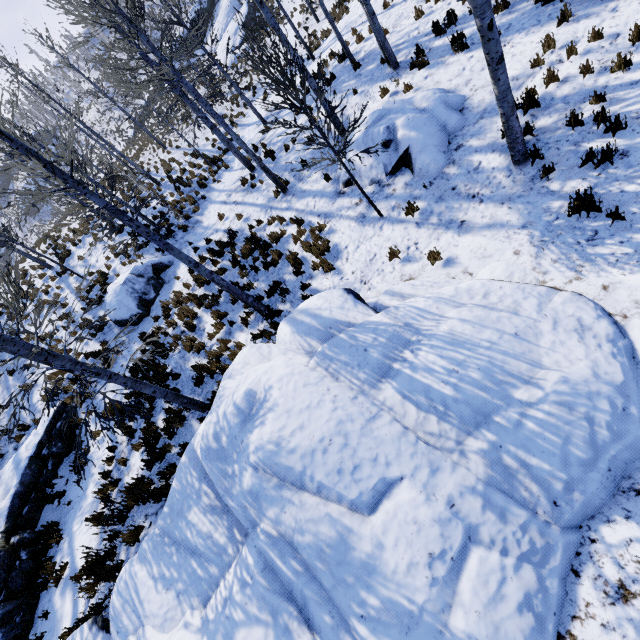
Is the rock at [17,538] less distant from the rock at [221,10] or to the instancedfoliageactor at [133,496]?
the instancedfoliageactor at [133,496]

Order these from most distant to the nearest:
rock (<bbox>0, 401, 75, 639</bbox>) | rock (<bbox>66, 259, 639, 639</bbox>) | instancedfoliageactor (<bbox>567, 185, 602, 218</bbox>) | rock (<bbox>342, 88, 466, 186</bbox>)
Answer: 1. rock (<bbox>342, 88, 466, 186</bbox>)
2. rock (<bbox>0, 401, 75, 639</bbox>)
3. instancedfoliageactor (<bbox>567, 185, 602, 218</bbox>)
4. rock (<bbox>66, 259, 639, 639</bbox>)

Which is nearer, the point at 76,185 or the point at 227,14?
the point at 76,185

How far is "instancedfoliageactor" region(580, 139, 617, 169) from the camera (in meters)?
5.25

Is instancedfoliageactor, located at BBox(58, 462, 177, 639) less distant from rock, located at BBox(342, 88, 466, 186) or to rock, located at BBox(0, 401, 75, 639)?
rock, located at BBox(0, 401, 75, 639)

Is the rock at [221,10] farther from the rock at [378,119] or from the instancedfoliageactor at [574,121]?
the rock at [378,119]

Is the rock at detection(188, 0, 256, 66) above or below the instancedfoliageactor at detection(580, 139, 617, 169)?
above
